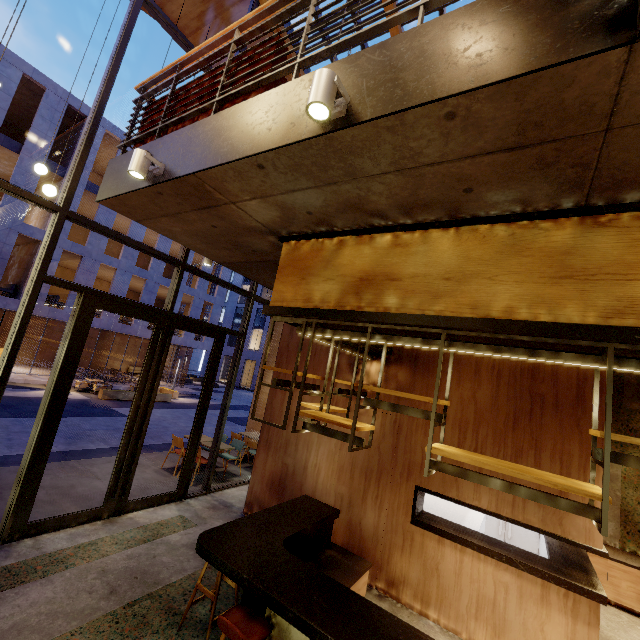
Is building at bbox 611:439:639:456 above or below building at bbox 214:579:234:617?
above

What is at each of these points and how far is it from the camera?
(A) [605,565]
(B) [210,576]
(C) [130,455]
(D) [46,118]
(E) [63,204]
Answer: (A) bar counter, 5.9m
(B) building, 4.5m
(C) door, 5.7m
(D) building, 17.5m
(E) window frame, 4.6m

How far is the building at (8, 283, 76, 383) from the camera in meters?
17.9

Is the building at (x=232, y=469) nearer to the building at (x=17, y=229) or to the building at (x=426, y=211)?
the building at (x=426, y=211)

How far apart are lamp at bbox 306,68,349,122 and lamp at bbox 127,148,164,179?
1.9m

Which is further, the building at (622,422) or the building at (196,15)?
the building at (196,15)

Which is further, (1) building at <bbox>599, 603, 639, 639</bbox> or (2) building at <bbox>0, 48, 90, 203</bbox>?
(2) building at <bbox>0, 48, 90, 203</bbox>

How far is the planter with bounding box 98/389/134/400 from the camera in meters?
17.1
